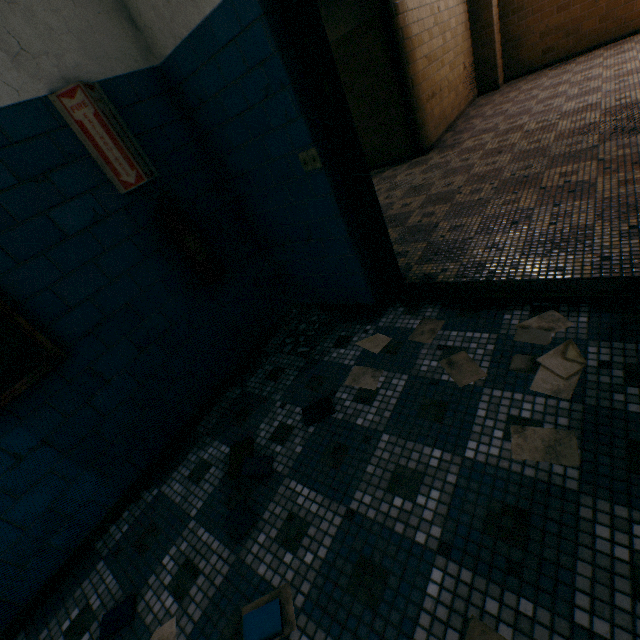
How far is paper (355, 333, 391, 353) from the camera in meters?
2.2

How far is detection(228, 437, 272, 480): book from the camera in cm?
175

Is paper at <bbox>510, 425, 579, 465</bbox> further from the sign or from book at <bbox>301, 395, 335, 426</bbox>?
the sign

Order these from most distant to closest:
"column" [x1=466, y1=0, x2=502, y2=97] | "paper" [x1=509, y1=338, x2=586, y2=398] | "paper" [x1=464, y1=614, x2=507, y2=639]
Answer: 1. "column" [x1=466, y1=0, x2=502, y2=97]
2. "paper" [x1=509, y1=338, x2=586, y2=398]
3. "paper" [x1=464, y1=614, x2=507, y2=639]

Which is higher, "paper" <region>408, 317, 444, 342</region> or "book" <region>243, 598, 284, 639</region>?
"book" <region>243, 598, 284, 639</region>

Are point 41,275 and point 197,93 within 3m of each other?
yes

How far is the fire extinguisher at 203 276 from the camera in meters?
2.0

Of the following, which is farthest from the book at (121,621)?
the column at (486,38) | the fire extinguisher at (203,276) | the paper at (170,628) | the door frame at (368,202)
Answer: the column at (486,38)
